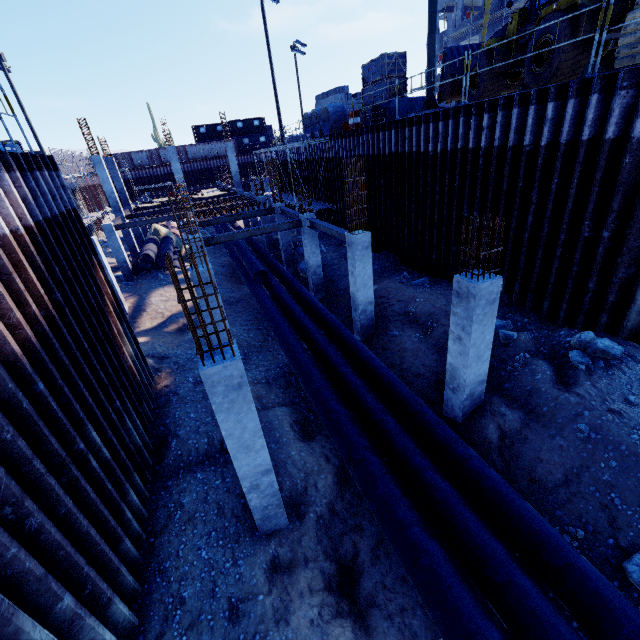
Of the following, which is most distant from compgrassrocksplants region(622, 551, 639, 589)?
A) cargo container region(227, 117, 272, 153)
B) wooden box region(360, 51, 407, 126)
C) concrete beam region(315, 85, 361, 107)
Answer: cargo container region(227, 117, 272, 153)

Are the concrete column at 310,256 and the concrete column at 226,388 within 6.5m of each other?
no

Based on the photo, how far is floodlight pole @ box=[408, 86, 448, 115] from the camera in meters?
12.2

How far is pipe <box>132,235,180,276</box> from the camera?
21.36m

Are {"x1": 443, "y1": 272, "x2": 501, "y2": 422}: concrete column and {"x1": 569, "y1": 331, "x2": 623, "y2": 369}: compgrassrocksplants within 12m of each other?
yes

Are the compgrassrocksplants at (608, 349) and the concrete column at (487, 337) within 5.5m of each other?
yes

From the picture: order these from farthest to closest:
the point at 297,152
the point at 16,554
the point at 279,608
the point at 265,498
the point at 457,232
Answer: the point at 297,152 < the point at 457,232 < the point at 265,498 < the point at 279,608 < the point at 16,554

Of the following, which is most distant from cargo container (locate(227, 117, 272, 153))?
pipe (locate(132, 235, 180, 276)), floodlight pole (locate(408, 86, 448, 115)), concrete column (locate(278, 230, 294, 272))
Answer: floodlight pole (locate(408, 86, 448, 115))
